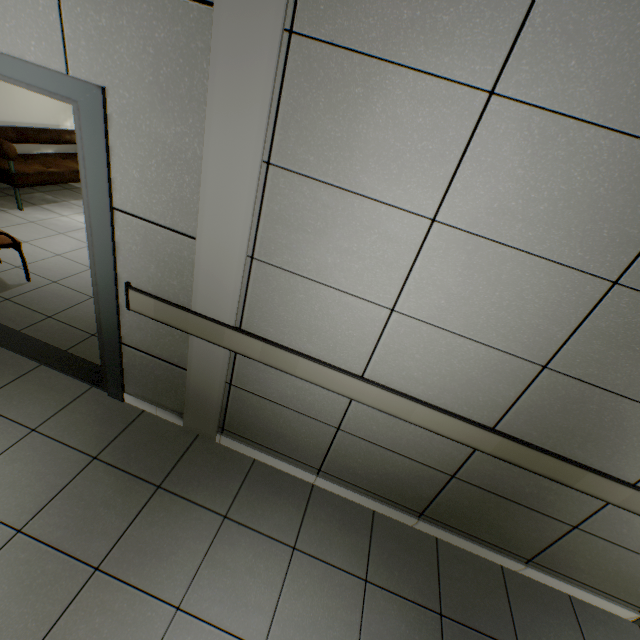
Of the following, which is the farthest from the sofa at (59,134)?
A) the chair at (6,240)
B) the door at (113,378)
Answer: the door at (113,378)

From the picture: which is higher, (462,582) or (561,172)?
(561,172)

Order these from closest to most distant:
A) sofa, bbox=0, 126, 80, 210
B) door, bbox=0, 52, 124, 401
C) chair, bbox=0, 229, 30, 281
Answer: door, bbox=0, 52, 124, 401, chair, bbox=0, 229, 30, 281, sofa, bbox=0, 126, 80, 210

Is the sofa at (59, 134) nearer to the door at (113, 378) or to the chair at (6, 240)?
the chair at (6, 240)

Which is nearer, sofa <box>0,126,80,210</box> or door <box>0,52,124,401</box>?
door <box>0,52,124,401</box>

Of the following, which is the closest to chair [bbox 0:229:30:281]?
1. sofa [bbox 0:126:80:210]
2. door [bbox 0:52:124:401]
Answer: door [bbox 0:52:124:401]
